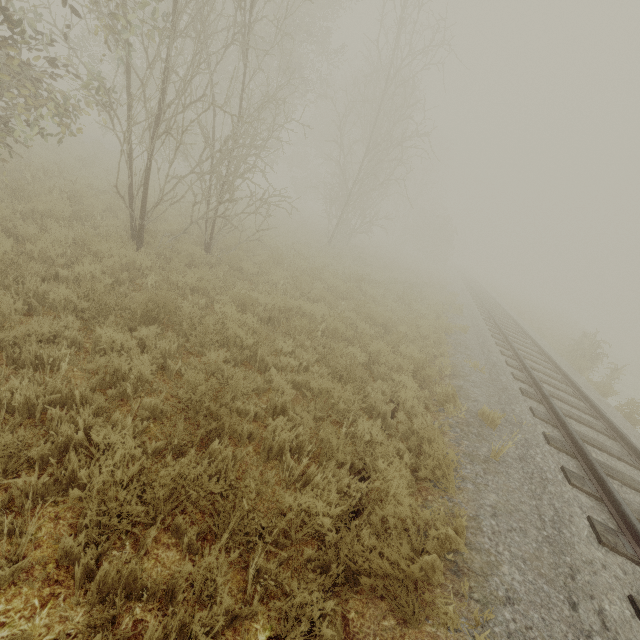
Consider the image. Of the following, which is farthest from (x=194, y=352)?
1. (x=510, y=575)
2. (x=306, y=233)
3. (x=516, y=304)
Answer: (x=516, y=304)

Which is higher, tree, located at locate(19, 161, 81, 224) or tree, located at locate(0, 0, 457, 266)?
tree, located at locate(0, 0, 457, 266)

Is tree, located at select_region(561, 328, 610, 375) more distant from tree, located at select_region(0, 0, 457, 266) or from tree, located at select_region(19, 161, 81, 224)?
tree, located at select_region(19, 161, 81, 224)

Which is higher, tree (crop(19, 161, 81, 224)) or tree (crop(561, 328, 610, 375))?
tree (crop(561, 328, 610, 375))

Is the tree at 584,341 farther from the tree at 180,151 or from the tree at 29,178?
the tree at 29,178

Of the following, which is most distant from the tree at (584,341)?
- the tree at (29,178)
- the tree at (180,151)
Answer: the tree at (29,178)

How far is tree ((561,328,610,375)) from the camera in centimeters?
1316cm

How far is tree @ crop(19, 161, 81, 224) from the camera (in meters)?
7.33
